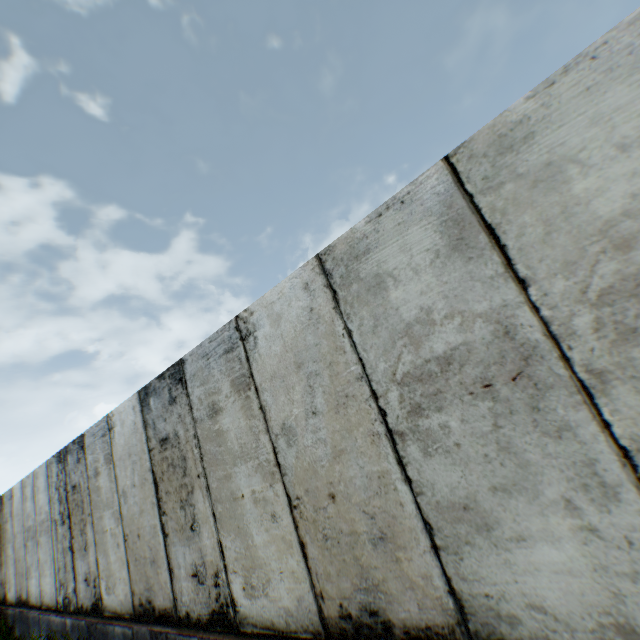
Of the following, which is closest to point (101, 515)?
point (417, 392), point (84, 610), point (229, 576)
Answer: point (84, 610)
